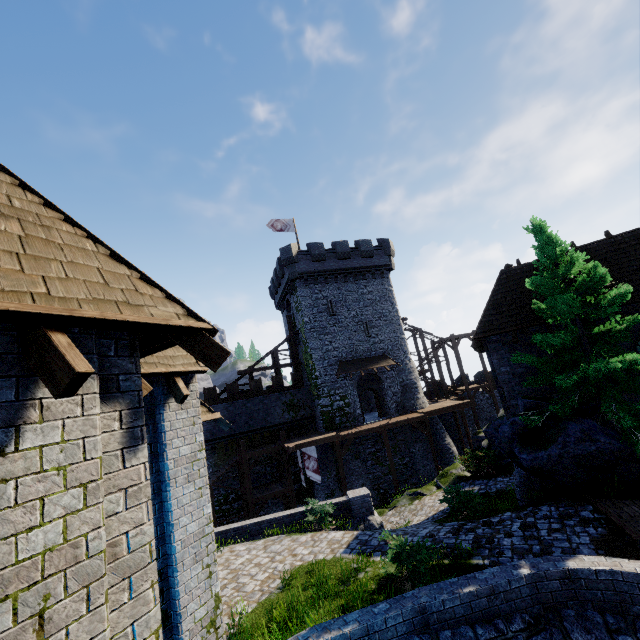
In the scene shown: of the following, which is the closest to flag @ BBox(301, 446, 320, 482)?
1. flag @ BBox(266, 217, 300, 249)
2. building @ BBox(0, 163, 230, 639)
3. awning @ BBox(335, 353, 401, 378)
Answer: awning @ BBox(335, 353, 401, 378)

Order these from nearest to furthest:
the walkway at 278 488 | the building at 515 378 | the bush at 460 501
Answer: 1. the bush at 460 501
2. the building at 515 378
3. the walkway at 278 488

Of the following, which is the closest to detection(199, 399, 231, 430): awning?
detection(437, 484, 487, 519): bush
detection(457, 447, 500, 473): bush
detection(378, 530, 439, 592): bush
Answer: detection(378, 530, 439, 592): bush

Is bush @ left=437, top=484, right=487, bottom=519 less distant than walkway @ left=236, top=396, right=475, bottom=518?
Yes

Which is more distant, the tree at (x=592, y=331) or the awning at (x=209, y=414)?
the tree at (x=592, y=331)

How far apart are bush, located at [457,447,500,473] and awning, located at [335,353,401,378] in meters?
9.7

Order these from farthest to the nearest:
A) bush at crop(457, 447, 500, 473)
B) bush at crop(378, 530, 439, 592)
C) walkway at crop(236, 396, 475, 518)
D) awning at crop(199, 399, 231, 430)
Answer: walkway at crop(236, 396, 475, 518)
bush at crop(457, 447, 500, 473)
awning at crop(199, 399, 231, 430)
bush at crop(378, 530, 439, 592)

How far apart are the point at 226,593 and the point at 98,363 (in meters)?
9.26
